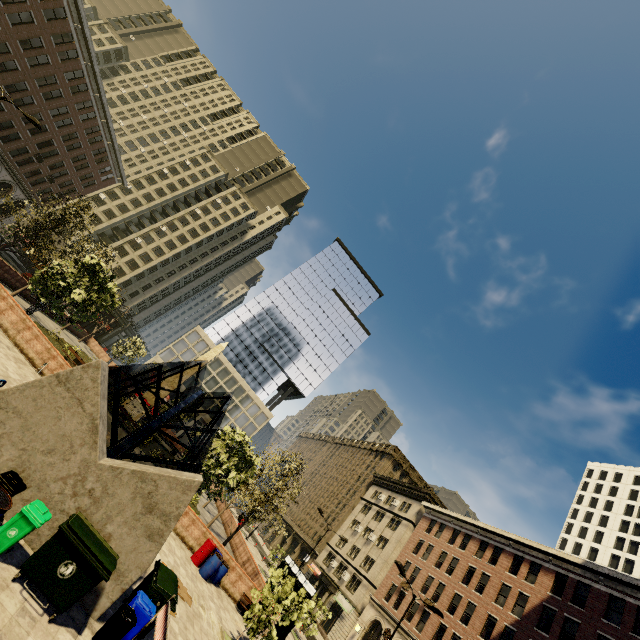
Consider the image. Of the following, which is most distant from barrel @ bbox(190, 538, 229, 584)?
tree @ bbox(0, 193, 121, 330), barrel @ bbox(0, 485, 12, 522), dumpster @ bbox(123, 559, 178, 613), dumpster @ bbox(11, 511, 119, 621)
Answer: barrel @ bbox(0, 485, 12, 522)

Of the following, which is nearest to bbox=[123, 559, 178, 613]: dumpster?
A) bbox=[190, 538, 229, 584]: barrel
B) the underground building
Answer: the underground building

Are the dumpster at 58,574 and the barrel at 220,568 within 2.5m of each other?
no

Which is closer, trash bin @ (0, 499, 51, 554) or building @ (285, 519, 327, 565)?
trash bin @ (0, 499, 51, 554)

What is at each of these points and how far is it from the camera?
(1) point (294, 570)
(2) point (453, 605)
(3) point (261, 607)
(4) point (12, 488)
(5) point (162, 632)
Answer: (1) atm, 20.5 meters
(2) building, 31.9 meters
(3) tree, 12.2 meters
(4) trash bin, 6.2 meters
(5) traffic barrier, 5.7 meters

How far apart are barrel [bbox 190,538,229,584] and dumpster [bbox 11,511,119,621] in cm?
1103

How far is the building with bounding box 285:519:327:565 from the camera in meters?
55.5

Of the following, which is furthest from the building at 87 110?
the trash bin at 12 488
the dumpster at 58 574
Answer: the dumpster at 58 574
